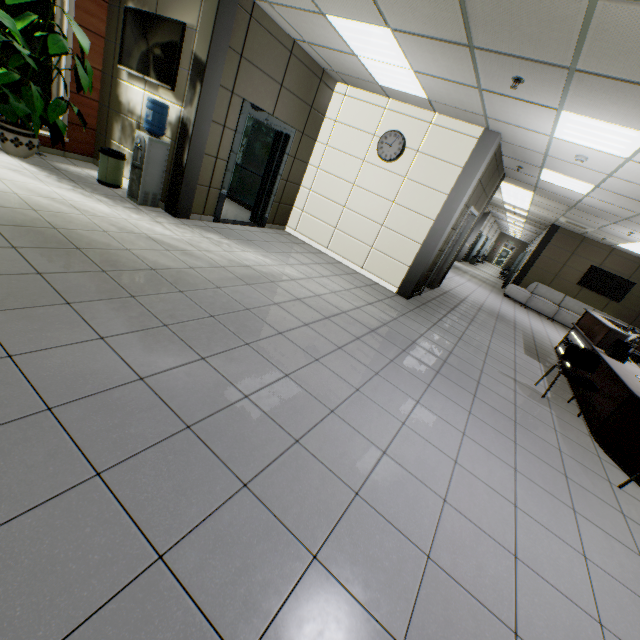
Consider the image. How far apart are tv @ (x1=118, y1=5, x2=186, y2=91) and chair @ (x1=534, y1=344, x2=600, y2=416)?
7.1 meters

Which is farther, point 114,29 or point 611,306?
point 611,306

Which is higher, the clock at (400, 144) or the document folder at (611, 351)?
the clock at (400, 144)

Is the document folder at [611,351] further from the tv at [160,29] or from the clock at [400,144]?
the tv at [160,29]

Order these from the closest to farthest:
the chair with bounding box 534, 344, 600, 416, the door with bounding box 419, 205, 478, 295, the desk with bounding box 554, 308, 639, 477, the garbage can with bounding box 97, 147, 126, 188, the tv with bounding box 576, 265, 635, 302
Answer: the desk with bounding box 554, 308, 639, 477 → the chair with bounding box 534, 344, 600, 416 → the garbage can with bounding box 97, 147, 126, 188 → the door with bounding box 419, 205, 478, 295 → the tv with bounding box 576, 265, 635, 302

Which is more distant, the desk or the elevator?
the elevator

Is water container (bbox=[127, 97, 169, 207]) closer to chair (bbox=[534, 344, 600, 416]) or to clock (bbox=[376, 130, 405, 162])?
clock (bbox=[376, 130, 405, 162])

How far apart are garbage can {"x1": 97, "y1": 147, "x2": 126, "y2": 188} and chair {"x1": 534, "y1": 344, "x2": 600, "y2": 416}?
7.7m
